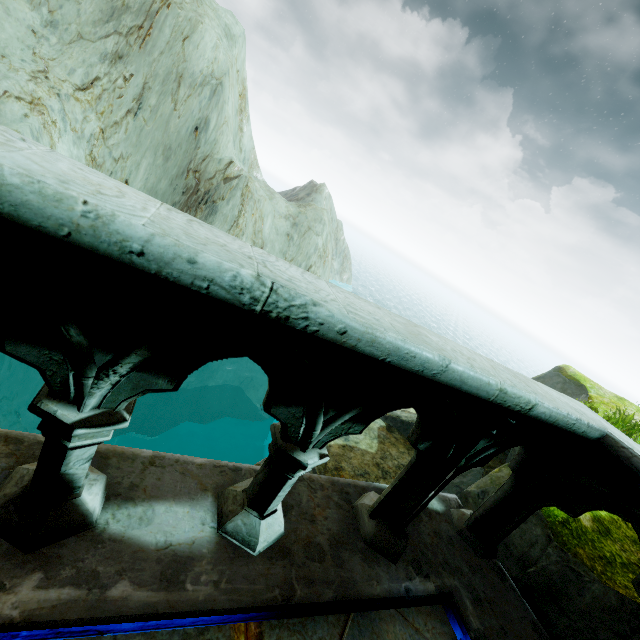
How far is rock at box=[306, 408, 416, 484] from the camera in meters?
5.2

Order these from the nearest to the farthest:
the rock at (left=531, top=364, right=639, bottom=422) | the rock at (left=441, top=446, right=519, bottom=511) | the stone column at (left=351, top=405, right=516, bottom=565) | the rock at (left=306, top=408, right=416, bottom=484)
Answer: the stone column at (left=351, top=405, right=516, bottom=565)
the rock at (left=441, top=446, right=519, bottom=511)
the rock at (left=306, top=408, right=416, bottom=484)
the rock at (left=531, top=364, right=639, bottom=422)

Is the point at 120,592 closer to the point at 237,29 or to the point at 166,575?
the point at 166,575

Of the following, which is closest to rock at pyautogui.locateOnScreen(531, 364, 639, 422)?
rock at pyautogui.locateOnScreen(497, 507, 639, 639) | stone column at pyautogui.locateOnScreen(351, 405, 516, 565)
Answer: rock at pyautogui.locateOnScreen(497, 507, 639, 639)

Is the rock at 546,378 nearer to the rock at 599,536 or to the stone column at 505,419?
the rock at 599,536

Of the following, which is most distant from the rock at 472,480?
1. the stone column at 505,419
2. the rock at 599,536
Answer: the stone column at 505,419

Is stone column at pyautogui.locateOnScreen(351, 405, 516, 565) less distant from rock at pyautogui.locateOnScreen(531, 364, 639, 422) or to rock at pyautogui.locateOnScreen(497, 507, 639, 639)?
rock at pyautogui.locateOnScreen(497, 507, 639, 639)
